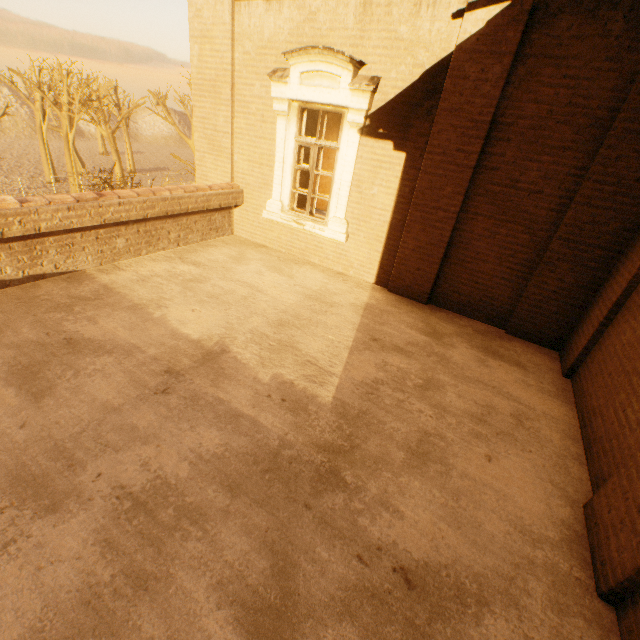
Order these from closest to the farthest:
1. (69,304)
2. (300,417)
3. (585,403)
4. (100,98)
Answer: (300,417) < (585,403) < (69,304) < (100,98)
